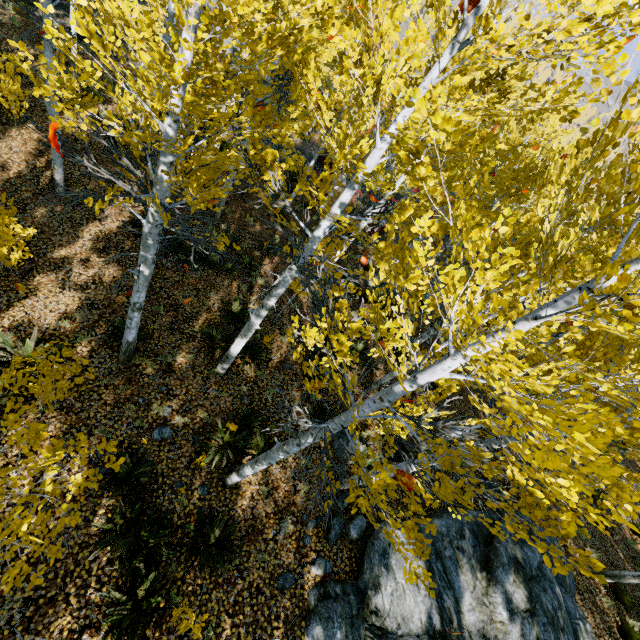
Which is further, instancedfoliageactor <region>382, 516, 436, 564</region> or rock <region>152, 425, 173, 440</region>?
rock <region>152, 425, 173, 440</region>

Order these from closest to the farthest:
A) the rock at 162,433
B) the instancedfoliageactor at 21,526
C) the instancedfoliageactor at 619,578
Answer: the instancedfoliageactor at 619,578, the instancedfoliageactor at 21,526, the rock at 162,433

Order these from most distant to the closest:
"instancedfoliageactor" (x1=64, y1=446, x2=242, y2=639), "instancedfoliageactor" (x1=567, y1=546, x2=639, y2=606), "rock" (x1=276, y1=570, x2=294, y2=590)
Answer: "rock" (x1=276, y1=570, x2=294, y2=590) < "instancedfoliageactor" (x1=64, y1=446, x2=242, y2=639) < "instancedfoliageactor" (x1=567, y1=546, x2=639, y2=606)

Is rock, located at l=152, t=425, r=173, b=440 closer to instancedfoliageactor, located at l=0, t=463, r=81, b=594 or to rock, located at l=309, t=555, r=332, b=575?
instancedfoliageactor, located at l=0, t=463, r=81, b=594

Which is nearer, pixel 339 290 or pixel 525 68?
pixel 339 290

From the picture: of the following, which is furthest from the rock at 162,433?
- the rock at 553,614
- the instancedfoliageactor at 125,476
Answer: the rock at 553,614

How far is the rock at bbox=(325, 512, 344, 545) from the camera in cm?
677

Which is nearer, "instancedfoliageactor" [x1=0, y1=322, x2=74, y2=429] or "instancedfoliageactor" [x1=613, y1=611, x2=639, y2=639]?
"instancedfoliageactor" [x1=0, y1=322, x2=74, y2=429]
